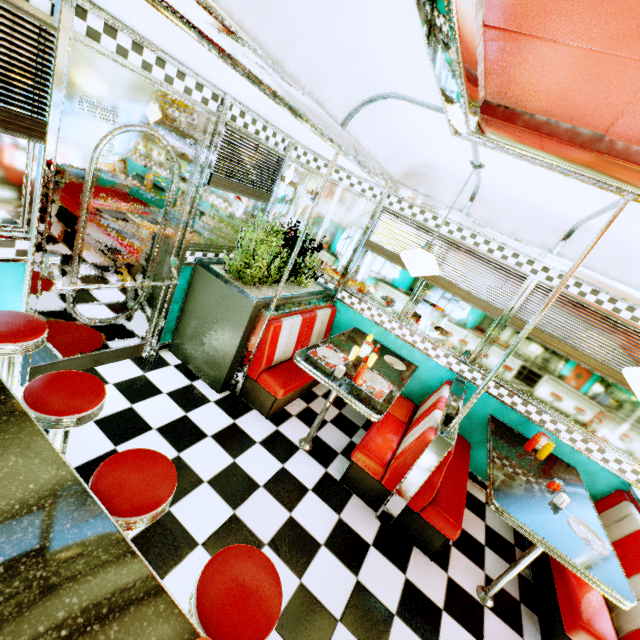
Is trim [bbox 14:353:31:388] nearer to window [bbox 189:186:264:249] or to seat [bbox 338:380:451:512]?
window [bbox 189:186:264:249]

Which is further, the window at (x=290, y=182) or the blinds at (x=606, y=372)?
the window at (x=290, y=182)

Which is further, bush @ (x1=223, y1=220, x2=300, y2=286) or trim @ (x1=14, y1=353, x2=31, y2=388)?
bush @ (x1=223, y1=220, x2=300, y2=286)

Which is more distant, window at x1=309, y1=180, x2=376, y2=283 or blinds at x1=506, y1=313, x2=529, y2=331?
window at x1=309, y1=180, x2=376, y2=283

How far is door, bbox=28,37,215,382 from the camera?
2.0 meters

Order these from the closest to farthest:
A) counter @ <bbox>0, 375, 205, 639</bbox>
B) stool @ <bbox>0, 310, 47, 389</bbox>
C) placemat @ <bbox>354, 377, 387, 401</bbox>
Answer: counter @ <bbox>0, 375, 205, 639</bbox> → stool @ <bbox>0, 310, 47, 389</bbox> → placemat @ <bbox>354, 377, 387, 401</bbox>

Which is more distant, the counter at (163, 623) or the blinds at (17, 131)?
the blinds at (17, 131)

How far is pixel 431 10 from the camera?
1.1m
